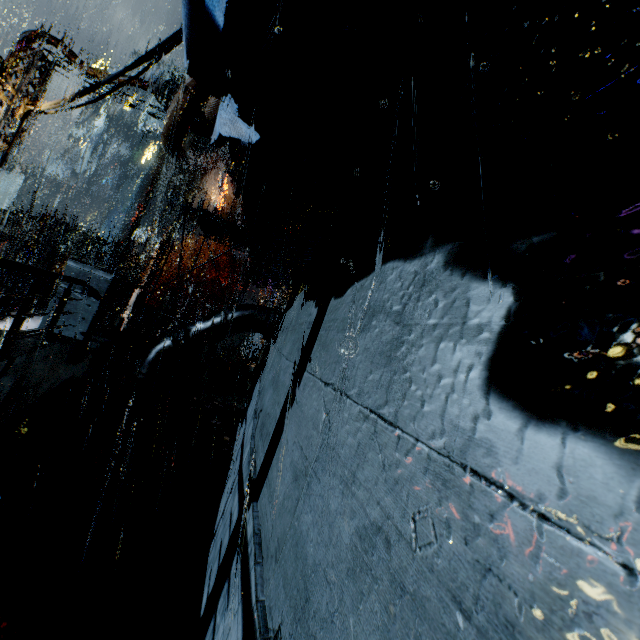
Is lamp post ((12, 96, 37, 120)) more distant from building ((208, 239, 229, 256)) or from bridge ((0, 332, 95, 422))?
bridge ((0, 332, 95, 422))

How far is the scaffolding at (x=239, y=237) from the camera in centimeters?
1019cm

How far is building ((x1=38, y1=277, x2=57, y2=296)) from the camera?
15.1m

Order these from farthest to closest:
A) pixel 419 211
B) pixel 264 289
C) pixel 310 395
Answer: pixel 264 289
pixel 310 395
pixel 419 211

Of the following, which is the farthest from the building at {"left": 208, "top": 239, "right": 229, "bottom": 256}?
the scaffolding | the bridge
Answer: the scaffolding

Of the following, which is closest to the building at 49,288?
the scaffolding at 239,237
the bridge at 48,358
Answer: the bridge at 48,358

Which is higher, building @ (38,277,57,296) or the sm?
the sm

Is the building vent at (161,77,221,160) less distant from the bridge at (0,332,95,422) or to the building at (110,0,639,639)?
the building at (110,0,639,639)
